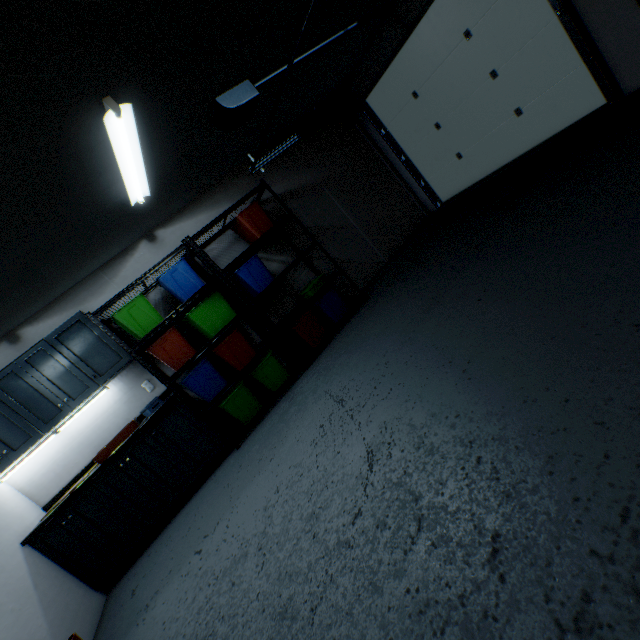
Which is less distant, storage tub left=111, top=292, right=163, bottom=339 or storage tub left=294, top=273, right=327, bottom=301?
storage tub left=111, top=292, right=163, bottom=339

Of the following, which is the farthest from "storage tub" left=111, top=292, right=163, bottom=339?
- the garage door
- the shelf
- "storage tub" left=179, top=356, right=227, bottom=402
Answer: the garage door

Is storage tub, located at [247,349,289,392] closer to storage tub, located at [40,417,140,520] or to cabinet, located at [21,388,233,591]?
cabinet, located at [21,388,233,591]

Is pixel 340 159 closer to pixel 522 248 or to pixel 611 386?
pixel 522 248

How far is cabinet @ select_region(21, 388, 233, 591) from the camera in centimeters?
283cm

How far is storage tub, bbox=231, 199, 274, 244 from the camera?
3.8m

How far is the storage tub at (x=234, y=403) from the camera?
3.5m

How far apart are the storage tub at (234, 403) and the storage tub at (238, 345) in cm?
11
